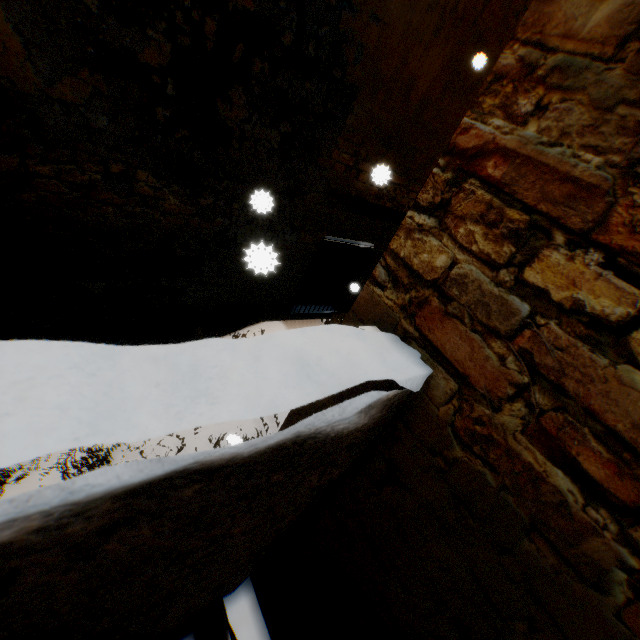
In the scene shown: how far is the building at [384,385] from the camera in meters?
1.1

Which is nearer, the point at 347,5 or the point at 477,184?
the point at 477,184

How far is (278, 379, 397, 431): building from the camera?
1.1m
